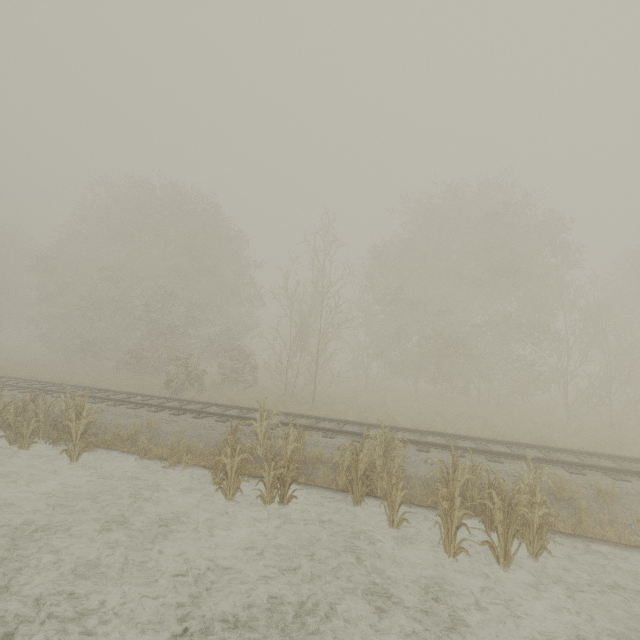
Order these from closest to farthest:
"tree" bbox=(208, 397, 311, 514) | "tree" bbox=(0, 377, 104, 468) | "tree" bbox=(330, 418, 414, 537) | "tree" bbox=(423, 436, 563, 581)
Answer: "tree" bbox=(423, 436, 563, 581), "tree" bbox=(330, 418, 414, 537), "tree" bbox=(208, 397, 311, 514), "tree" bbox=(0, 377, 104, 468)

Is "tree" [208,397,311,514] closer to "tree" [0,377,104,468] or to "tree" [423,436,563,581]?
"tree" [423,436,563,581]

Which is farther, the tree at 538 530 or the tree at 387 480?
the tree at 387 480

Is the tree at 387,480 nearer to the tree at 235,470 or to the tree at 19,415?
the tree at 235,470

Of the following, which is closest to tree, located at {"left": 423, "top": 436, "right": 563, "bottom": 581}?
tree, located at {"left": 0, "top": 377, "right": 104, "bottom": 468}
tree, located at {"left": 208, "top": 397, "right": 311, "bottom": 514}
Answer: tree, located at {"left": 208, "top": 397, "right": 311, "bottom": 514}

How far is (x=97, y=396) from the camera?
13.52m
